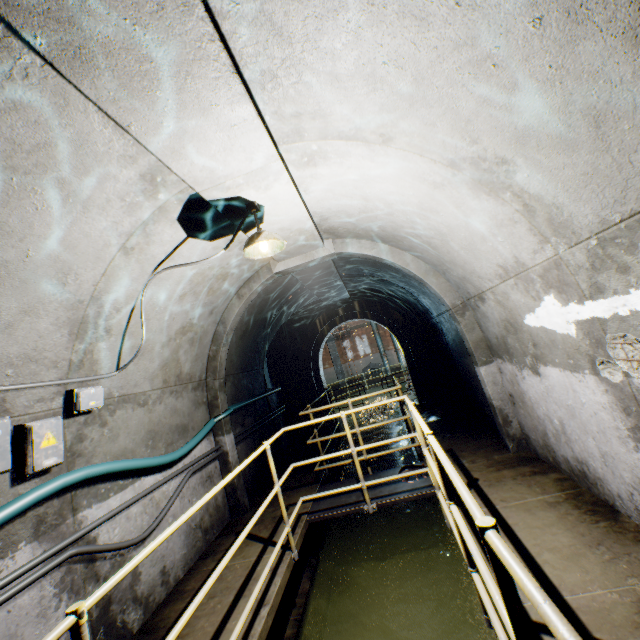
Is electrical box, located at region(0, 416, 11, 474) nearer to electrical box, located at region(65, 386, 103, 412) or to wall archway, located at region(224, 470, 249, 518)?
electrical box, located at region(65, 386, 103, 412)

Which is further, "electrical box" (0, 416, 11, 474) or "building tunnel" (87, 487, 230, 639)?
"building tunnel" (87, 487, 230, 639)

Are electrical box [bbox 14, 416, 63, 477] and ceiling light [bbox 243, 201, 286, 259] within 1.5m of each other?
no

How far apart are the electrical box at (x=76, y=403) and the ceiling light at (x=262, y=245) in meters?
1.9

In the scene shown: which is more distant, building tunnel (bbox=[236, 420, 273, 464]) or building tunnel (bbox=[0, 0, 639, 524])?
building tunnel (bbox=[236, 420, 273, 464])

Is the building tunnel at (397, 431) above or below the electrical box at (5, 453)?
below

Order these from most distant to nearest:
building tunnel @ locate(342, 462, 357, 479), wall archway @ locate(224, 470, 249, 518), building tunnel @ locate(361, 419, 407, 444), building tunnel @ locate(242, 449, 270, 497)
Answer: building tunnel @ locate(361, 419, 407, 444), building tunnel @ locate(342, 462, 357, 479), building tunnel @ locate(242, 449, 270, 497), wall archway @ locate(224, 470, 249, 518)

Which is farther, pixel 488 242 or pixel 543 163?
pixel 488 242
